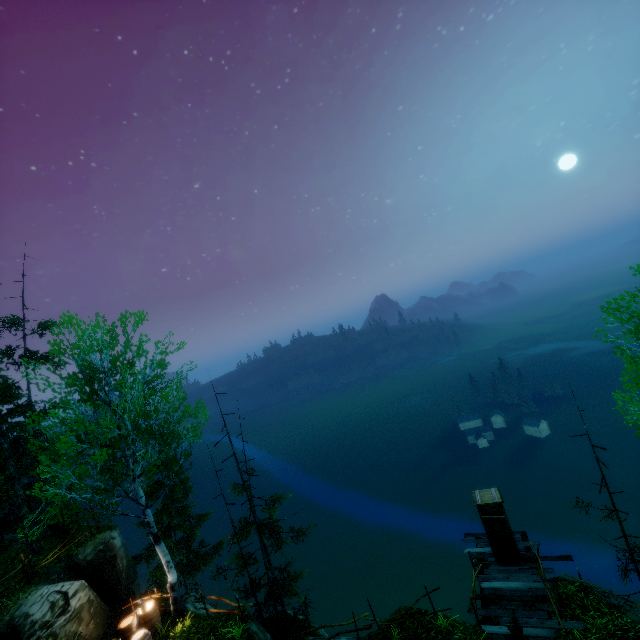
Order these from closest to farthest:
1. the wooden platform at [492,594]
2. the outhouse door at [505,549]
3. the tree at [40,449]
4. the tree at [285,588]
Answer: the tree at [40,449]
the wooden platform at [492,594]
the outhouse door at [505,549]
the tree at [285,588]

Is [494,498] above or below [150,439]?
below

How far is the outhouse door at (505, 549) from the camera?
13.8m

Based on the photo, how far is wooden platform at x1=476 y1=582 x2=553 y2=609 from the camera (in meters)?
12.05

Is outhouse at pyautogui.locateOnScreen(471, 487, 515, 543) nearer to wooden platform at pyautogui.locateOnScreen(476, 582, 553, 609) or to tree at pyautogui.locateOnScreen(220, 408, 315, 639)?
wooden platform at pyautogui.locateOnScreen(476, 582, 553, 609)

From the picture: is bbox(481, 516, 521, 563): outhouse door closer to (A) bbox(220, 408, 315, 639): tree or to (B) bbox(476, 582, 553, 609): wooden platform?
(B) bbox(476, 582, 553, 609): wooden platform

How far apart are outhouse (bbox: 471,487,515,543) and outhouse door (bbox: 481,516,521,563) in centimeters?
2cm

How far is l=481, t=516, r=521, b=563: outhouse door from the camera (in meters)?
13.84
